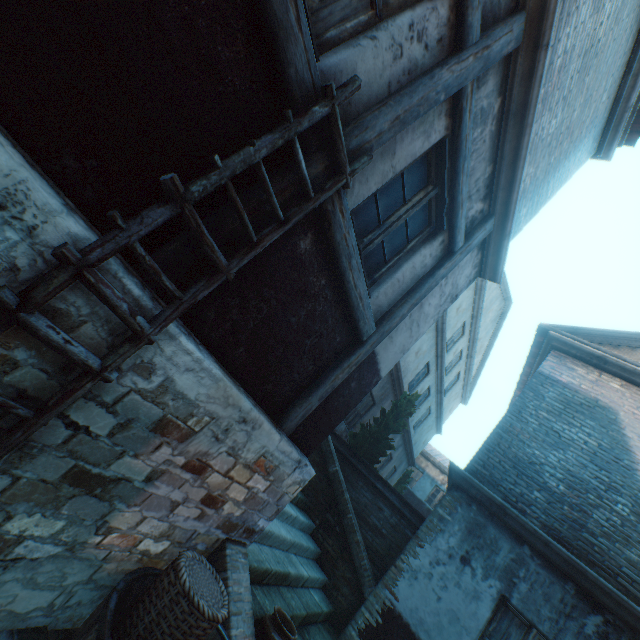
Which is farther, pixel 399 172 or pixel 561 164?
pixel 561 164

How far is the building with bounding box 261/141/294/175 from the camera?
1.90m

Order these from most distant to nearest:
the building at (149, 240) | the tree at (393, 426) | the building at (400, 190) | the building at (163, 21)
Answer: the tree at (393, 426)
the building at (400, 190)
the building at (149, 240)
the building at (163, 21)

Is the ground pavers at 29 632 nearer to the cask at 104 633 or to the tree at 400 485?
the cask at 104 633

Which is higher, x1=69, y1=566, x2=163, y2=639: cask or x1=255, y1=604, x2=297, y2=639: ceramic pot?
x1=255, y1=604, x2=297, y2=639: ceramic pot

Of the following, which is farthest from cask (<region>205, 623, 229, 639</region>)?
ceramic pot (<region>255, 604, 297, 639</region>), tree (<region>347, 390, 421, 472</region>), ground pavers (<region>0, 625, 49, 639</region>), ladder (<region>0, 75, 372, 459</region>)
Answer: tree (<region>347, 390, 421, 472</region>)

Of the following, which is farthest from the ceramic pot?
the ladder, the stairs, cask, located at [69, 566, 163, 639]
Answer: the ladder

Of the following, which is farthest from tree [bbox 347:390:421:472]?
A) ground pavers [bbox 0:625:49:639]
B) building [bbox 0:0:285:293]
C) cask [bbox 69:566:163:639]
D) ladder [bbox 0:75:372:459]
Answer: ladder [bbox 0:75:372:459]
